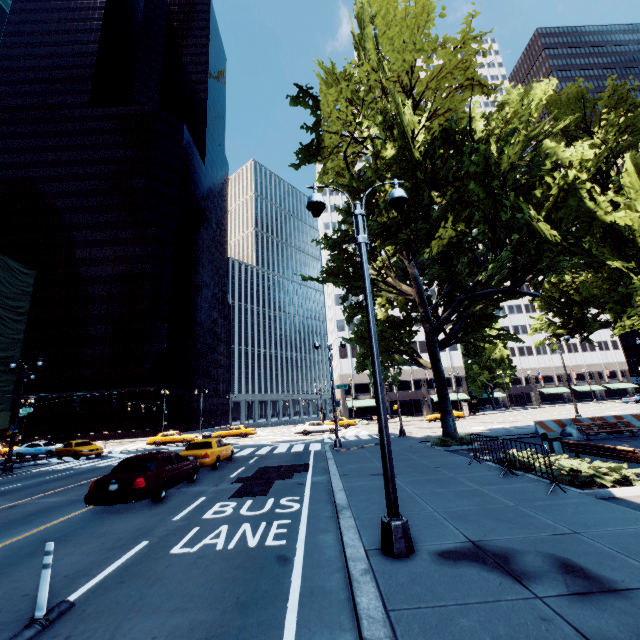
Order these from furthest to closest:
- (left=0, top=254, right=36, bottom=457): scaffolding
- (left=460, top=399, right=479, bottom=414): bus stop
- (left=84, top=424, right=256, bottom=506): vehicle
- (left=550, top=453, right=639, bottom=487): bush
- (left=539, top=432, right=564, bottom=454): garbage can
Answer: (left=460, top=399, right=479, bottom=414): bus stop < (left=0, top=254, right=36, bottom=457): scaffolding < (left=539, top=432, right=564, bottom=454): garbage can < (left=84, top=424, right=256, bottom=506): vehicle < (left=550, top=453, right=639, bottom=487): bush

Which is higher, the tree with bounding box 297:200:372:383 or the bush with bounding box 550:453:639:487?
the tree with bounding box 297:200:372:383

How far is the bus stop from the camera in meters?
53.6 m

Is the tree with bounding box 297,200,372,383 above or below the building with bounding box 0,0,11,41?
below

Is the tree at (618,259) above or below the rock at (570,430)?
above

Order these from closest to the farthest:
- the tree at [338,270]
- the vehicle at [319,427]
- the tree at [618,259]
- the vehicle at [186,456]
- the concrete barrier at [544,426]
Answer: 1. the vehicle at [186,456]
2. the tree at [618,259]
3. the tree at [338,270]
4. the concrete barrier at [544,426]
5. the vehicle at [319,427]

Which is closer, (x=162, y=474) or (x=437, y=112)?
(x=162, y=474)

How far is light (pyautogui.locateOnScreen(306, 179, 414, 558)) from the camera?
5.3m
